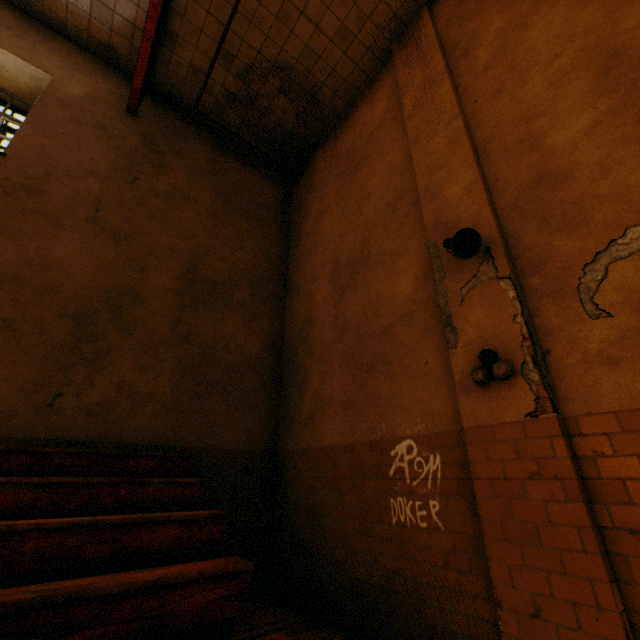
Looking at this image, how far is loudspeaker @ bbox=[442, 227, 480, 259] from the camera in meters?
3.2

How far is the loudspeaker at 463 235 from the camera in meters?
3.2

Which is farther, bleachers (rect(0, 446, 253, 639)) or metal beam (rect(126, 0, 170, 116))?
metal beam (rect(126, 0, 170, 116))

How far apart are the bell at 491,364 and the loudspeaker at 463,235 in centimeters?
95cm

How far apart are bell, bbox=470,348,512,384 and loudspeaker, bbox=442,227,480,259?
0.9m

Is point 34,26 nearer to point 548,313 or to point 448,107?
point 448,107

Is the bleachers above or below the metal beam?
below

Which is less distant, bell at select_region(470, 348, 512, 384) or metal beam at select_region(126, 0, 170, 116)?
bell at select_region(470, 348, 512, 384)
